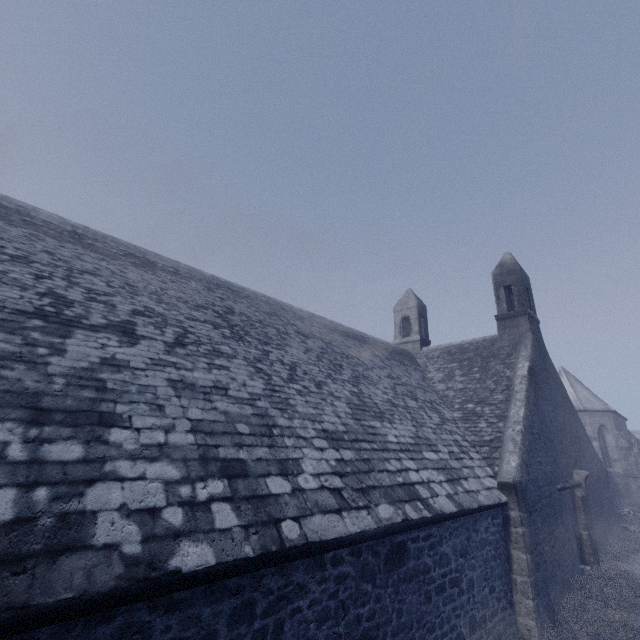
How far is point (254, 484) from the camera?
4.0m

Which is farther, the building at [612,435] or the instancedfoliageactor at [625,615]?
the instancedfoliageactor at [625,615]

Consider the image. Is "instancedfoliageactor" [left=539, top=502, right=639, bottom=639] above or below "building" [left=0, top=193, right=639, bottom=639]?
below

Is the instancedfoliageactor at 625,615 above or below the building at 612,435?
below

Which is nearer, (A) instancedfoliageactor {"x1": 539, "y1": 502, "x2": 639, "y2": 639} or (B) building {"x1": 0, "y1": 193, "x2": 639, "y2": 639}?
(B) building {"x1": 0, "y1": 193, "x2": 639, "y2": 639}
